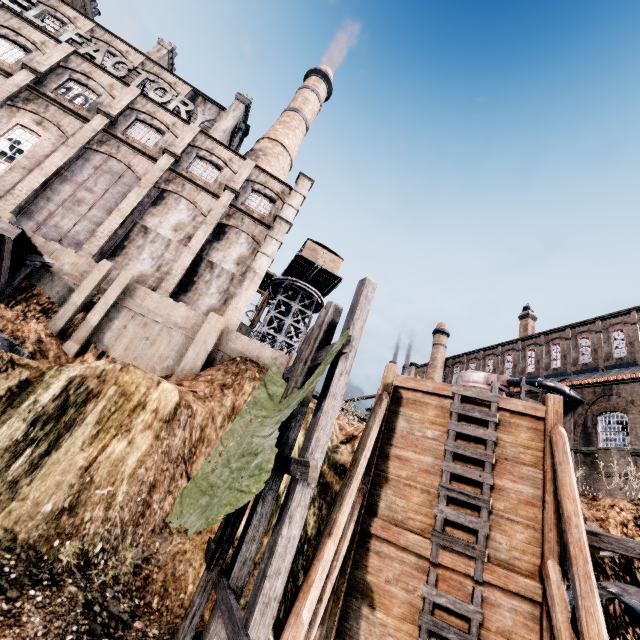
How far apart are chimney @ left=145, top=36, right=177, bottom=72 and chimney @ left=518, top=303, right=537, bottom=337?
52.7m

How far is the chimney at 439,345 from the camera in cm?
5041

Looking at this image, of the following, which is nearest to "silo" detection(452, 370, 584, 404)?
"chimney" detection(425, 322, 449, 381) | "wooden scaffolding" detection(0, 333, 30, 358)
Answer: "chimney" detection(425, 322, 449, 381)

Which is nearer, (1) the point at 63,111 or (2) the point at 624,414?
(1) the point at 63,111

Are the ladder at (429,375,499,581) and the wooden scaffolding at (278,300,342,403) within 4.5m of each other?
yes

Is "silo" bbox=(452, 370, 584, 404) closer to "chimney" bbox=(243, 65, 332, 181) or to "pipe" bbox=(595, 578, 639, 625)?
"pipe" bbox=(595, 578, 639, 625)

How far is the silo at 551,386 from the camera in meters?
26.6

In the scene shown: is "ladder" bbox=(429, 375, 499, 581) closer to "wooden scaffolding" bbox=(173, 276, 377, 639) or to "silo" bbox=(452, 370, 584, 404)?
"wooden scaffolding" bbox=(173, 276, 377, 639)
